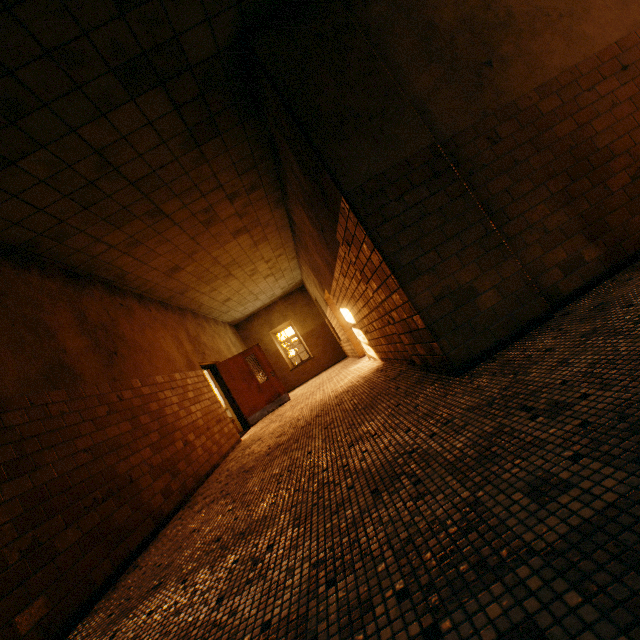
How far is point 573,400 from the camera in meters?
1.6

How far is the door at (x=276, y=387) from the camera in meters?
9.5 m

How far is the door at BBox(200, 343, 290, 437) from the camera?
9.5 meters
